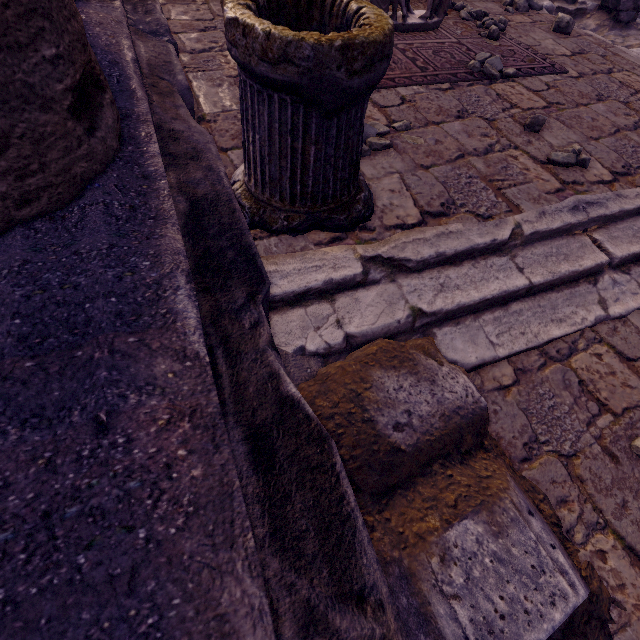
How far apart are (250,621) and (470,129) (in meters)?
3.34

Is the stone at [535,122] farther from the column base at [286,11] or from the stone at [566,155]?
the column base at [286,11]

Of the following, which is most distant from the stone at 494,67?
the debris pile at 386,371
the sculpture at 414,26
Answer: the debris pile at 386,371

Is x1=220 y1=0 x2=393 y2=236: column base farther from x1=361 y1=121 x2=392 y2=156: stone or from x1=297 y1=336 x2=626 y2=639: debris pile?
x1=297 y1=336 x2=626 y2=639: debris pile

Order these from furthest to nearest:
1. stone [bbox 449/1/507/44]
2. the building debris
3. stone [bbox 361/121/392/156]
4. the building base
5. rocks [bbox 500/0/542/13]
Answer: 1. the building debris
2. rocks [bbox 500/0/542/13]
3. stone [bbox 449/1/507/44]
4. stone [bbox 361/121/392/156]
5. the building base

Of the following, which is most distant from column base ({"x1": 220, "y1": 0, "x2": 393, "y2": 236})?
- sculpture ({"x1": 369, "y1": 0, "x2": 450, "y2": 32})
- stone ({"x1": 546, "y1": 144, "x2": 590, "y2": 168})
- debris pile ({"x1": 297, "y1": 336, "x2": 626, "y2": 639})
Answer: sculpture ({"x1": 369, "y1": 0, "x2": 450, "y2": 32})

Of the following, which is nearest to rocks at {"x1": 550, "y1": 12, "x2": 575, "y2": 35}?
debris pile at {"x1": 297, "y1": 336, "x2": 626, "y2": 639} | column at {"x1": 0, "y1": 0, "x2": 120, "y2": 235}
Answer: debris pile at {"x1": 297, "y1": 336, "x2": 626, "y2": 639}

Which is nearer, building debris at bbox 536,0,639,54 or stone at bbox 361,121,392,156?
stone at bbox 361,121,392,156
